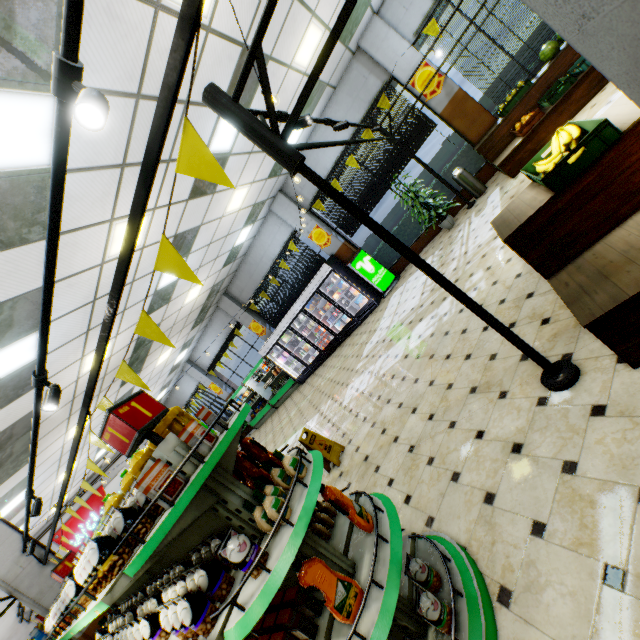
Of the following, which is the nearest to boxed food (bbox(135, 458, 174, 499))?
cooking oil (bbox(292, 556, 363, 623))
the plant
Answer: cooking oil (bbox(292, 556, 363, 623))

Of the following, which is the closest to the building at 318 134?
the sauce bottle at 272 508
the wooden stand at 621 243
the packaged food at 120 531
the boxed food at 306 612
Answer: the wooden stand at 621 243

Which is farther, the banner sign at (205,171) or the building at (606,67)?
the banner sign at (205,171)

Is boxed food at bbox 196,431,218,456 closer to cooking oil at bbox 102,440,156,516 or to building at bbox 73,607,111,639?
cooking oil at bbox 102,440,156,516

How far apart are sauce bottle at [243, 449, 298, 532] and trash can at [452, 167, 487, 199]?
8.9 meters

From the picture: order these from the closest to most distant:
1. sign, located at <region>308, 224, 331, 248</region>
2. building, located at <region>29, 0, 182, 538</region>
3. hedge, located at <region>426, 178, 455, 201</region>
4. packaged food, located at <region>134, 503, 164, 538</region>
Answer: packaged food, located at <region>134, 503, 164, 538</region>
building, located at <region>29, 0, 182, 538</region>
hedge, located at <region>426, 178, 455, 201</region>
sign, located at <region>308, 224, 331, 248</region>

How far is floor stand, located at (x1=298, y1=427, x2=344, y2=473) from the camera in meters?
5.1 m

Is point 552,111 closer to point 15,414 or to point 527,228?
point 527,228
